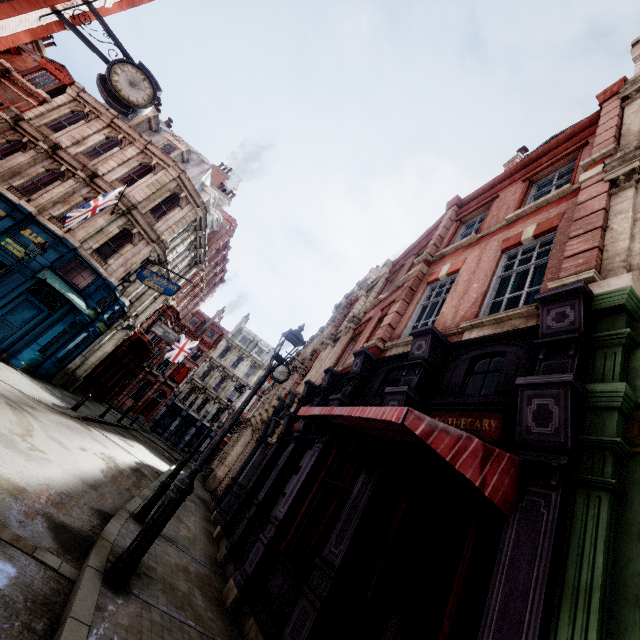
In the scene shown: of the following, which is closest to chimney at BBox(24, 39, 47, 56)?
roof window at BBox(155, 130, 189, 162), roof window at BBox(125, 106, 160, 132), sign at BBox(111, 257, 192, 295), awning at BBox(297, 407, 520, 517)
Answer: roof window at BBox(125, 106, 160, 132)

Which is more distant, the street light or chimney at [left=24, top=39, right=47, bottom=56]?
chimney at [left=24, top=39, right=47, bottom=56]

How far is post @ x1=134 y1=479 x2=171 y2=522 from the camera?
7.4m

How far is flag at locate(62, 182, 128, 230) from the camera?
14.13m

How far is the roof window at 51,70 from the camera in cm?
2003

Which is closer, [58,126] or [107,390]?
[58,126]

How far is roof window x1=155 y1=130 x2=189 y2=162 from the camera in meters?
21.5

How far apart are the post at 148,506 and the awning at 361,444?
4.8m
